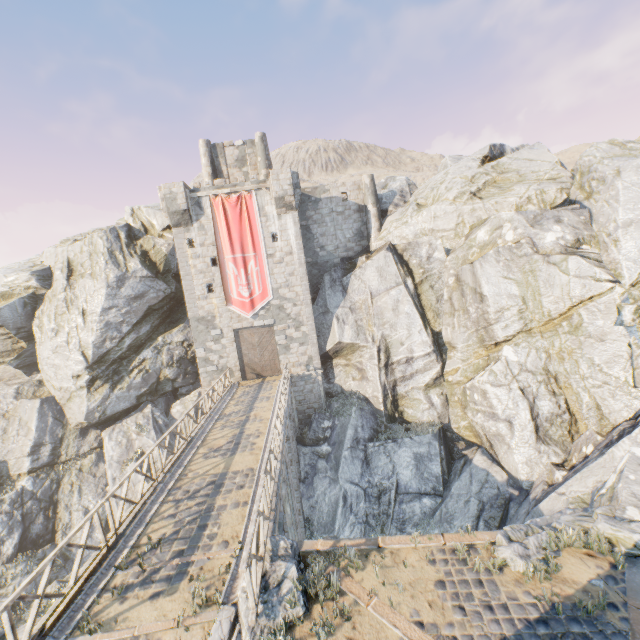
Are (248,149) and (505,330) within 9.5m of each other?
no

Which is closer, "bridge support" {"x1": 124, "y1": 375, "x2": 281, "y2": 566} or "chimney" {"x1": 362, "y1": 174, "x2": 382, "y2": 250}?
"bridge support" {"x1": 124, "y1": 375, "x2": 281, "y2": 566}

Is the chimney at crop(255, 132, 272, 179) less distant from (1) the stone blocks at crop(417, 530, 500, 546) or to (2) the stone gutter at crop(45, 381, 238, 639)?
(2) the stone gutter at crop(45, 381, 238, 639)

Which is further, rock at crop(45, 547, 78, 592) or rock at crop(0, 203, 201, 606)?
rock at crop(0, 203, 201, 606)

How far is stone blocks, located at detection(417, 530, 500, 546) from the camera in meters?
7.0 m

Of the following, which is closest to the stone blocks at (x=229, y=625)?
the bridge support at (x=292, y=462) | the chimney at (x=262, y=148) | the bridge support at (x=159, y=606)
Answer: the bridge support at (x=159, y=606)

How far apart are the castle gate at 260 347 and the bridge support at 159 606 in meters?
16.8

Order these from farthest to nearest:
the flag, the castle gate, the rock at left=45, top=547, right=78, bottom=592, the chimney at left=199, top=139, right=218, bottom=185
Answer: the chimney at left=199, top=139, right=218, bottom=185, the castle gate, the flag, the rock at left=45, top=547, right=78, bottom=592
